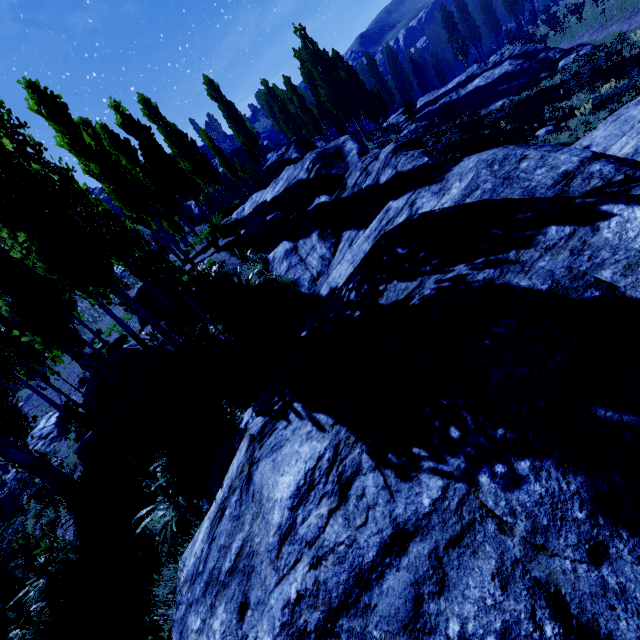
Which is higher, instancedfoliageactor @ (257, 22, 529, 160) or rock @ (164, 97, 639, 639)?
instancedfoliageactor @ (257, 22, 529, 160)

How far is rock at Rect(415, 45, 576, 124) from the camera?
24.2 meters

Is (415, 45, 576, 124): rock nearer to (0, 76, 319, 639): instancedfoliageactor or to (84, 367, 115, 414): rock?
(0, 76, 319, 639): instancedfoliageactor

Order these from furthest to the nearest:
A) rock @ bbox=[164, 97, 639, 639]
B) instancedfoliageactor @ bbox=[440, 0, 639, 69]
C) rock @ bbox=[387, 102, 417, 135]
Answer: rock @ bbox=[387, 102, 417, 135] → instancedfoliageactor @ bbox=[440, 0, 639, 69] → rock @ bbox=[164, 97, 639, 639]

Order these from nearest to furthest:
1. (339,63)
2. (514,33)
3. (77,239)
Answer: (77,239)
(339,63)
(514,33)

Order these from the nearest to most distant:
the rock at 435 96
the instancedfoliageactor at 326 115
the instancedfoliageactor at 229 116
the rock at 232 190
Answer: the instancedfoliageactor at 326 115
the rock at 435 96
the instancedfoliageactor at 229 116
the rock at 232 190

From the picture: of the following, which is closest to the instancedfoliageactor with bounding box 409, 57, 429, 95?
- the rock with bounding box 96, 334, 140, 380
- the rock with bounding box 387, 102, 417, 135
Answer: the rock with bounding box 96, 334, 140, 380

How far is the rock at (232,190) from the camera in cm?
3931
